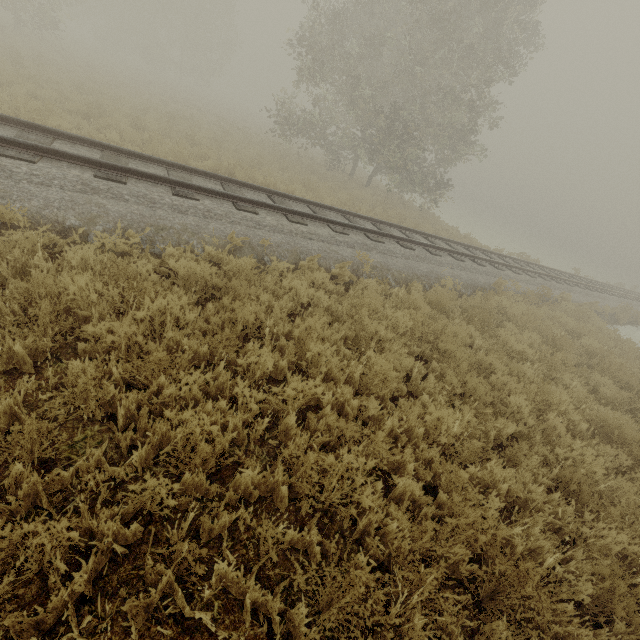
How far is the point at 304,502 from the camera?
3.1m
